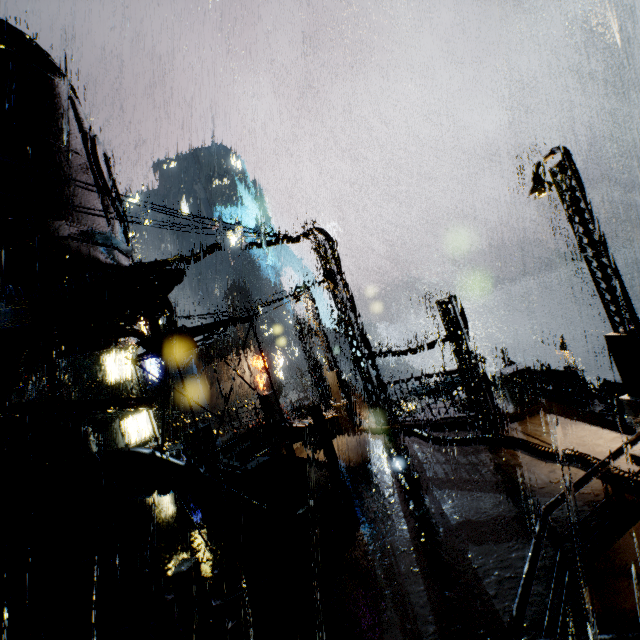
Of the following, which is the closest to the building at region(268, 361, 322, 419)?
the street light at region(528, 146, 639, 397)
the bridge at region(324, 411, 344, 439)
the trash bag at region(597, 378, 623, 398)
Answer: the bridge at region(324, 411, 344, 439)

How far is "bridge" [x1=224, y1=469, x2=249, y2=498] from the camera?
12.3 meters

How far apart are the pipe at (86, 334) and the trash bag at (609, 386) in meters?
23.7

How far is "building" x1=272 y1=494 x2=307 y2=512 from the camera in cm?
1086

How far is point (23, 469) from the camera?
6.4 meters

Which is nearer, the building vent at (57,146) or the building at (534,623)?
the building at (534,623)

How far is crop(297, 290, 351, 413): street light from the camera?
16.5 meters
